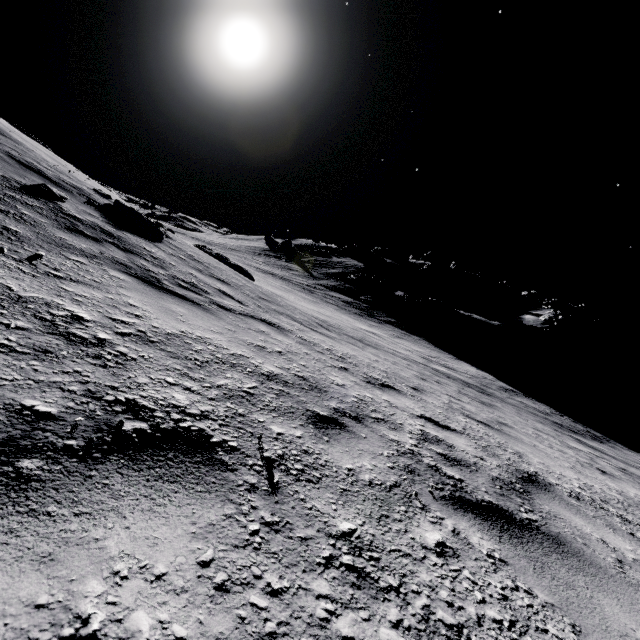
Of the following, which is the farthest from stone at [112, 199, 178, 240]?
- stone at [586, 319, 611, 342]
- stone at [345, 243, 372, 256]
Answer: stone at [586, 319, 611, 342]

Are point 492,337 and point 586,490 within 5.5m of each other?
no

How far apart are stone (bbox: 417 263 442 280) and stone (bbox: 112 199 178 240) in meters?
46.4

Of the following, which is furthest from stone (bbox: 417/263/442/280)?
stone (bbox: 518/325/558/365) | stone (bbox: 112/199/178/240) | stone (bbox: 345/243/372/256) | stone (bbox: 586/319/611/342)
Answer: stone (bbox: 112/199/178/240)

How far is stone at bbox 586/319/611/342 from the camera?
54.0m

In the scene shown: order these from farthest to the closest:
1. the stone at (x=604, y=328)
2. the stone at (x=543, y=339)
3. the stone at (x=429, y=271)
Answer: the stone at (x=604, y=328)
the stone at (x=429, y=271)
the stone at (x=543, y=339)

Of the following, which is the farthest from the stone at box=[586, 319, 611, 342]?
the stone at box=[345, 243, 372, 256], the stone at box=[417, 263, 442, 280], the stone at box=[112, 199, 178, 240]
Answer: the stone at box=[112, 199, 178, 240]

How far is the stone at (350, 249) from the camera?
59.00m
